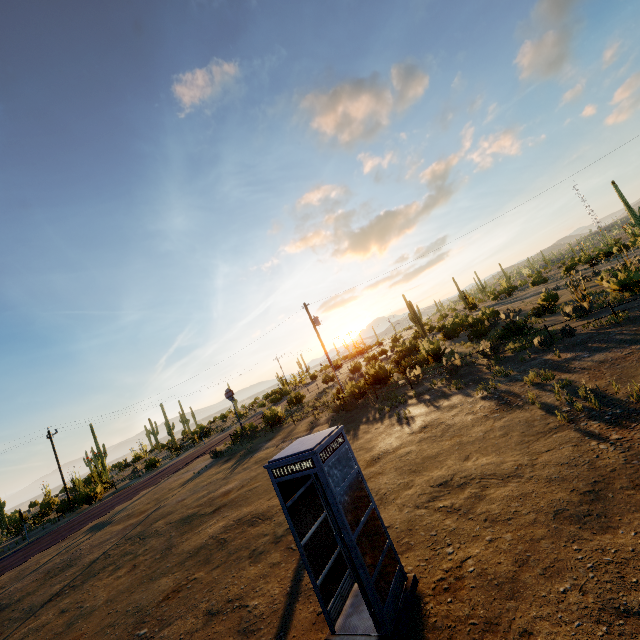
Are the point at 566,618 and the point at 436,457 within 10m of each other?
yes
